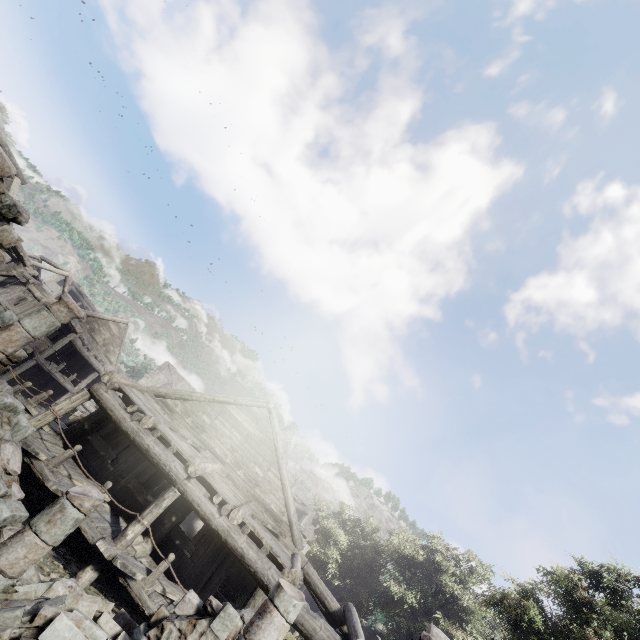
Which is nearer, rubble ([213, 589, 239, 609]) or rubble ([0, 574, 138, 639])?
rubble ([0, 574, 138, 639])

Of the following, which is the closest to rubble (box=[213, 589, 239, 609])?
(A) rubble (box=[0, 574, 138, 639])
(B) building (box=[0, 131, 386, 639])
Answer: (B) building (box=[0, 131, 386, 639])

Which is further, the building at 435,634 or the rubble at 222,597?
the rubble at 222,597

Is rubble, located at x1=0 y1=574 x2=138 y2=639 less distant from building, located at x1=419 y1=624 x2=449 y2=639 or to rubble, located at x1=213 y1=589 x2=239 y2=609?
building, located at x1=419 y1=624 x2=449 y2=639

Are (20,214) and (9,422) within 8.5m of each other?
yes

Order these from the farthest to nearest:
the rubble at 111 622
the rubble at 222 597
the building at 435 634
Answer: the rubble at 222 597 → the building at 435 634 → the rubble at 111 622
